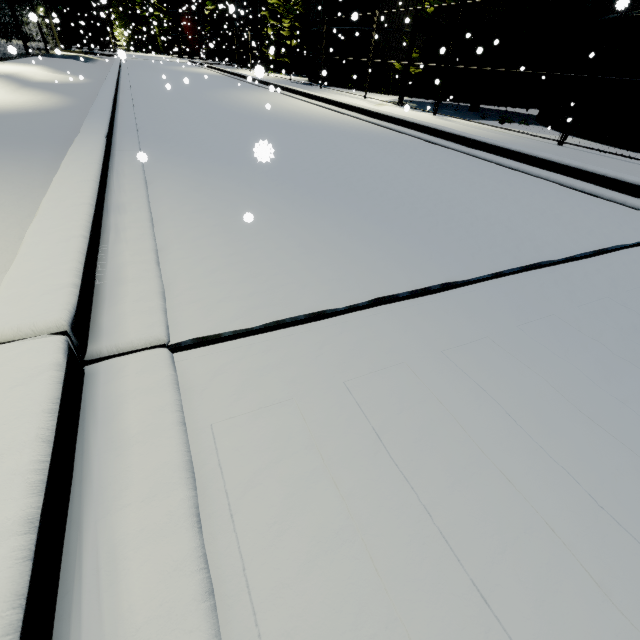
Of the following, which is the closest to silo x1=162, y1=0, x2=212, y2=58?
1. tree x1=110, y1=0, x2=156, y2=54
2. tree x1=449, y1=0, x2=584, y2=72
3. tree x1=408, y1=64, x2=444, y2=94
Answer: tree x1=449, y1=0, x2=584, y2=72

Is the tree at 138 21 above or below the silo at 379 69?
above

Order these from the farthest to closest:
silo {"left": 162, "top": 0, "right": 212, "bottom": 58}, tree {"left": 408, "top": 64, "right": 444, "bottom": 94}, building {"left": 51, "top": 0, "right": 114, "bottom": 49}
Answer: silo {"left": 162, "top": 0, "right": 212, "bottom": 58}
building {"left": 51, "top": 0, "right": 114, "bottom": 49}
tree {"left": 408, "top": 64, "right": 444, "bottom": 94}

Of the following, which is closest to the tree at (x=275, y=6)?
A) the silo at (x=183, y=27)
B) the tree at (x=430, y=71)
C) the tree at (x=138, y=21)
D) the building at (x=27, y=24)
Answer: the silo at (x=183, y=27)

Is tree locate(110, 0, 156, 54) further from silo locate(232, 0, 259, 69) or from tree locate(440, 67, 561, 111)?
tree locate(440, 67, 561, 111)

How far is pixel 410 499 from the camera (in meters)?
1.29

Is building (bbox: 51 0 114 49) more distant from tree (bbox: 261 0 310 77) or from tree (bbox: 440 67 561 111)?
tree (bbox: 261 0 310 77)
